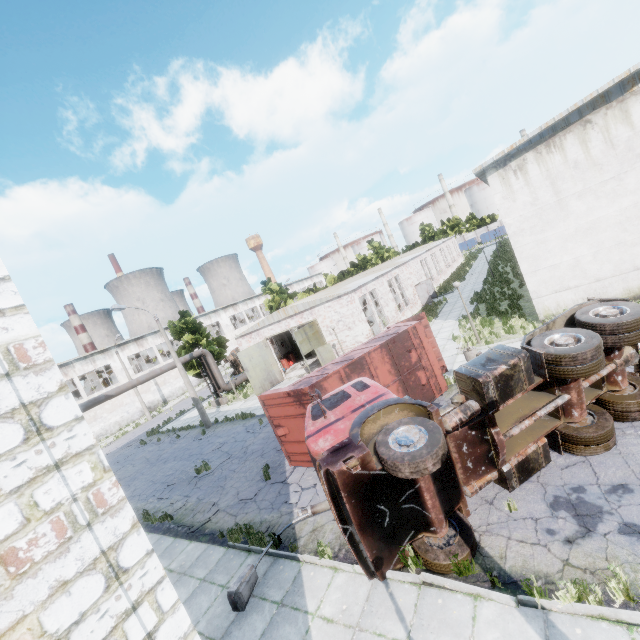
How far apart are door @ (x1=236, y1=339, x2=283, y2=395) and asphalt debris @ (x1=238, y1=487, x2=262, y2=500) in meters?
13.6 m

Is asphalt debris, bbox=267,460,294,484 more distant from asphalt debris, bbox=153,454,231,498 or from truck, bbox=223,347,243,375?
truck, bbox=223,347,243,375

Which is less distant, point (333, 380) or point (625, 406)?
point (625, 406)

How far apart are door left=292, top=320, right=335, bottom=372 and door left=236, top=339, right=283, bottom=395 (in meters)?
5.32

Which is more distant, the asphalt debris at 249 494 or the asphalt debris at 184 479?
the asphalt debris at 184 479

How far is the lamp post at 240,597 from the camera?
7.03m

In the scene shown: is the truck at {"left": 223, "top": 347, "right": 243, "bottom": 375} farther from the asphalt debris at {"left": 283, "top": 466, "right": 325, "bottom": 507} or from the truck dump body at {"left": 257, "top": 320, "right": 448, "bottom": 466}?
the truck dump body at {"left": 257, "top": 320, "right": 448, "bottom": 466}

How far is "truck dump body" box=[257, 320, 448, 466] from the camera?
11.1 meters
